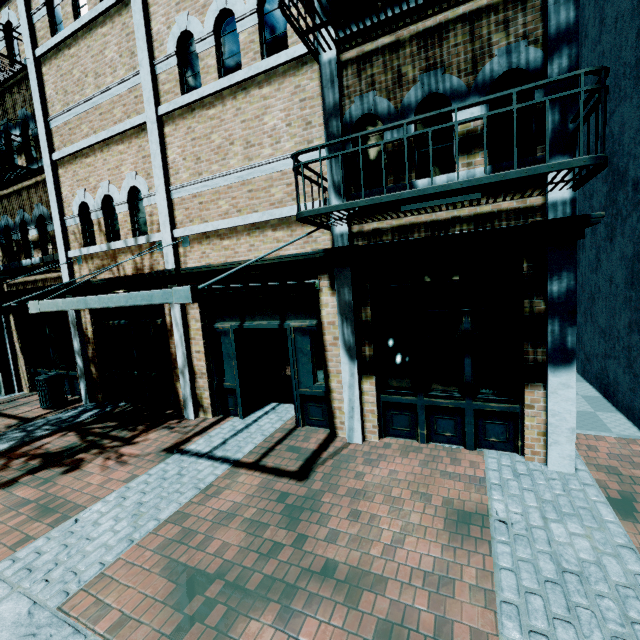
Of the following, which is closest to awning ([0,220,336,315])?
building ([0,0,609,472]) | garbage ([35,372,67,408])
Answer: building ([0,0,609,472])

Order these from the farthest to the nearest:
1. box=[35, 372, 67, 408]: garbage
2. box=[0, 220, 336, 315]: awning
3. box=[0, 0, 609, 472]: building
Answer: box=[35, 372, 67, 408]: garbage < box=[0, 0, 609, 472]: building < box=[0, 220, 336, 315]: awning

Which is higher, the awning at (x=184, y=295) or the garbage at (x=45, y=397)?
the awning at (x=184, y=295)

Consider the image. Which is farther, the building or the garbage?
the garbage

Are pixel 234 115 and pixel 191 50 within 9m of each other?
yes

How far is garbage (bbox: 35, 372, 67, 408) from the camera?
8.71m

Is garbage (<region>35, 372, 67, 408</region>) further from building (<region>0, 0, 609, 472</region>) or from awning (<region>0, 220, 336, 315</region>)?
awning (<region>0, 220, 336, 315</region>)

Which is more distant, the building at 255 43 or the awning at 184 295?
the building at 255 43
